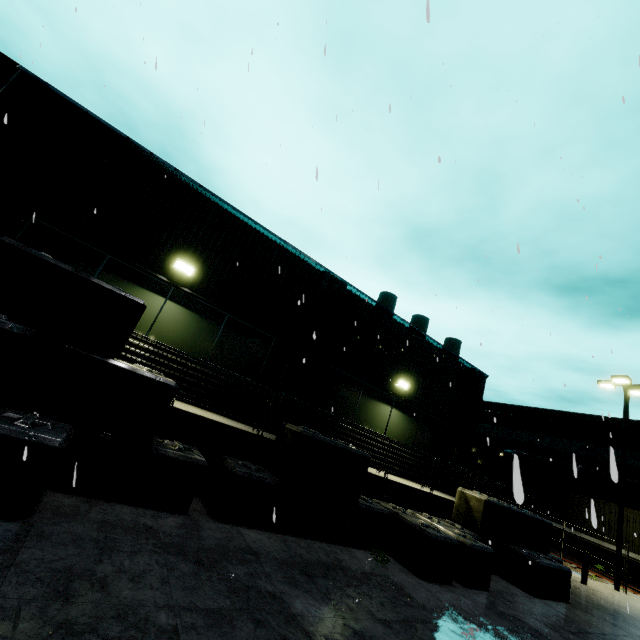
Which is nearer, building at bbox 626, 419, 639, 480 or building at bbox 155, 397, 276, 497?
building at bbox 155, 397, 276, 497

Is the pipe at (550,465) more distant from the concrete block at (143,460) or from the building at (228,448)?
the concrete block at (143,460)

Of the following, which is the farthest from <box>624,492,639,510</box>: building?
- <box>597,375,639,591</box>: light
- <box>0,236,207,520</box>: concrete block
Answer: <box>597,375,639,591</box>: light

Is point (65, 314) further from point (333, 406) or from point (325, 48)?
point (333, 406)

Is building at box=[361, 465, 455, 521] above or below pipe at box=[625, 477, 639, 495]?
below

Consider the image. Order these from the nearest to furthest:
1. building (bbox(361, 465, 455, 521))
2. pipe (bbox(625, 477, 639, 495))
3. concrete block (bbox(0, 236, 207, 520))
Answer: concrete block (bbox(0, 236, 207, 520)), building (bbox(361, 465, 455, 521)), pipe (bbox(625, 477, 639, 495))

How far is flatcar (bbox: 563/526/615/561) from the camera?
19.67m

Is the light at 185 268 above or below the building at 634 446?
below
